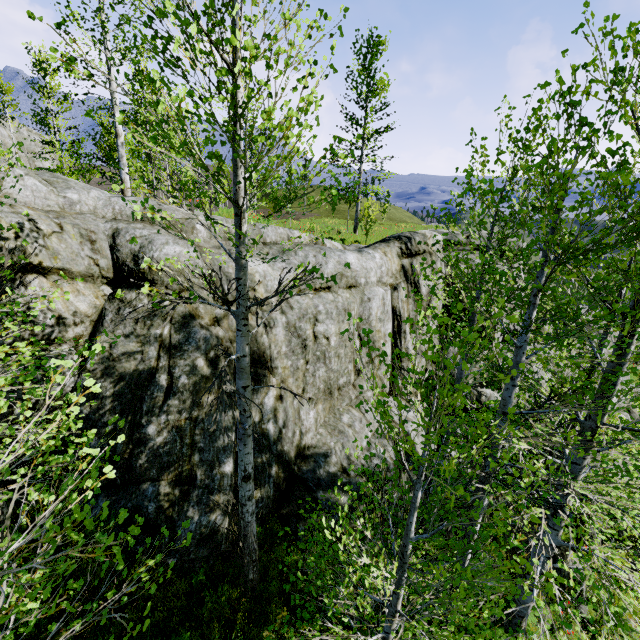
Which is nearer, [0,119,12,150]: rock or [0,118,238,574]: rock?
[0,118,238,574]: rock

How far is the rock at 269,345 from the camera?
7.3m

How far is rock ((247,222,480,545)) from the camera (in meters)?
7.27

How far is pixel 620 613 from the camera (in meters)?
7.55

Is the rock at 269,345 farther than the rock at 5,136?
No

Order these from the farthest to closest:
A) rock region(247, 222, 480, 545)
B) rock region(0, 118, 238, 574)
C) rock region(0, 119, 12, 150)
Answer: rock region(0, 119, 12, 150) < rock region(247, 222, 480, 545) < rock region(0, 118, 238, 574)
